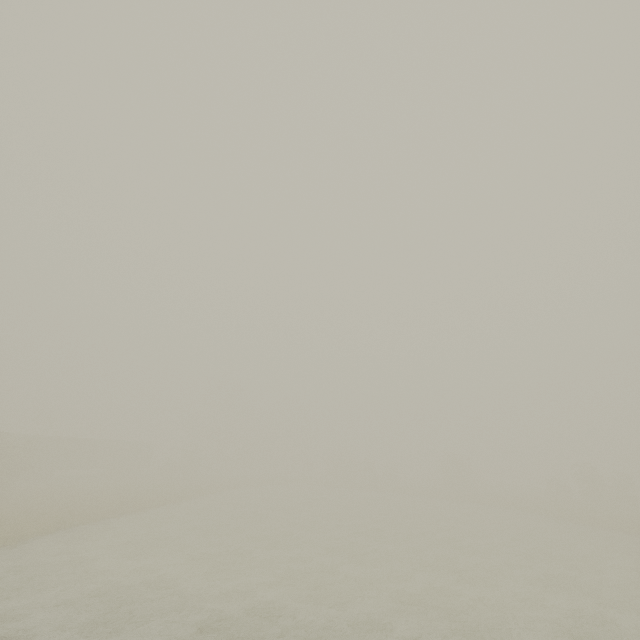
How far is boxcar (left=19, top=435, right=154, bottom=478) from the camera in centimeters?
3805cm

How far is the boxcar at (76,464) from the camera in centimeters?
3805cm

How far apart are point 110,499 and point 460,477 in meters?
47.7 m
